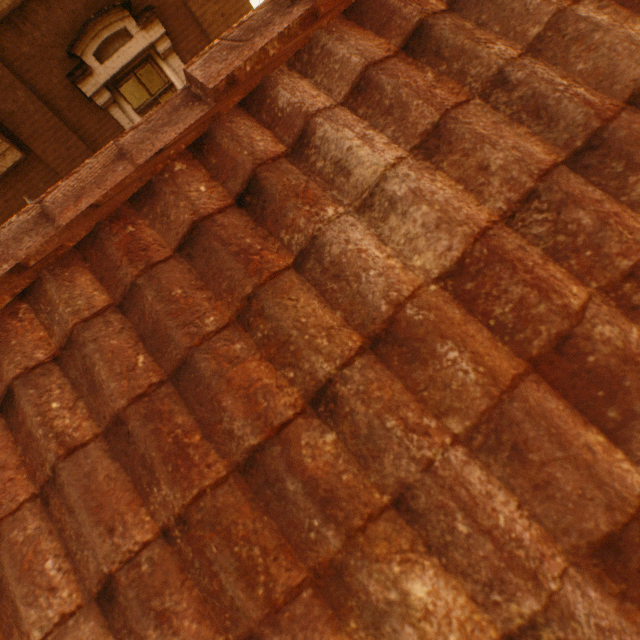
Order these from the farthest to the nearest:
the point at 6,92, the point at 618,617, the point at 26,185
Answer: the point at 26,185, the point at 6,92, the point at 618,617
